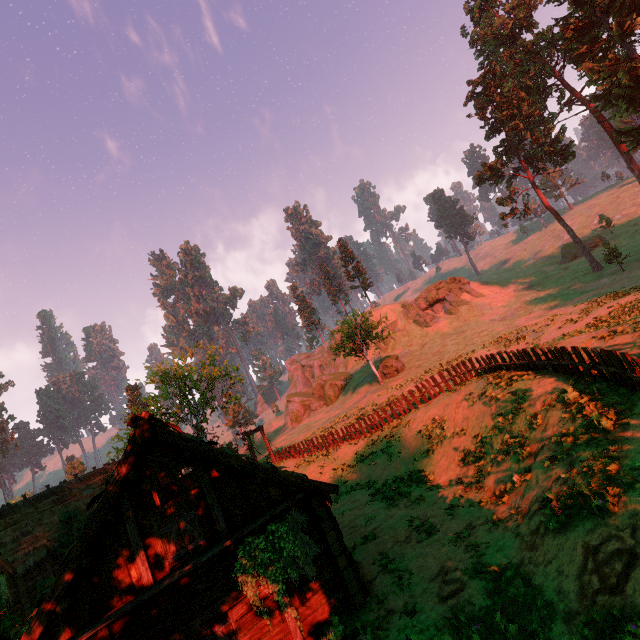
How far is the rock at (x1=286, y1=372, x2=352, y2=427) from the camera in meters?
52.4

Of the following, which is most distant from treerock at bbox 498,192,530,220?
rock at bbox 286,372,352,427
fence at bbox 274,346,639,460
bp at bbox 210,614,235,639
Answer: Result: bp at bbox 210,614,235,639

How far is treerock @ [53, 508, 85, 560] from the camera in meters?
23.3

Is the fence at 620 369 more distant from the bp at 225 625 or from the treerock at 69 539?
the bp at 225 625

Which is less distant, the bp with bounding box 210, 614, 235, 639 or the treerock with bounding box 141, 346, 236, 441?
the bp with bounding box 210, 614, 235, 639

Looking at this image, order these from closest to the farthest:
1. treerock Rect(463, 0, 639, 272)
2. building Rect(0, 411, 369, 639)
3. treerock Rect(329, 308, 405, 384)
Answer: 1. building Rect(0, 411, 369, 639)
2. treerock Rect(463, 0, 639, 272)
3. treerock Rect(329, 308, 405, 384)

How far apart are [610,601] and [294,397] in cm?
5193

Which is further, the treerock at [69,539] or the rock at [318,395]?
the rock at [318,395]
